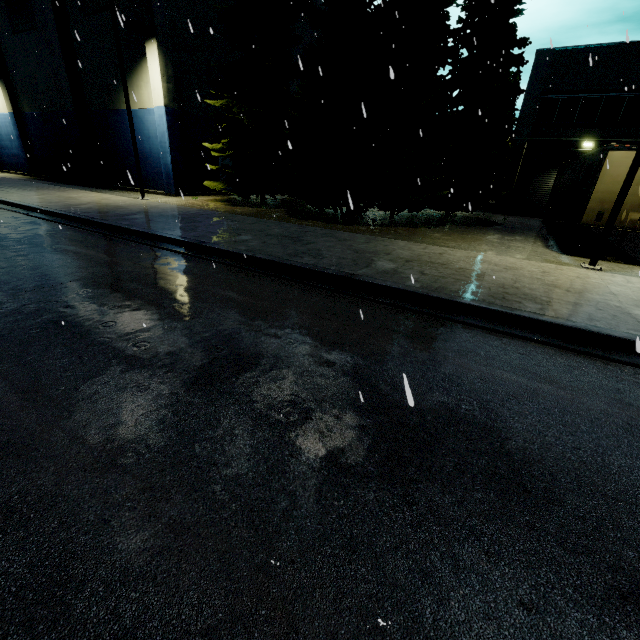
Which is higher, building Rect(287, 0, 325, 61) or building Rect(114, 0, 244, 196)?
building Rect(287, 0, 325, 61)

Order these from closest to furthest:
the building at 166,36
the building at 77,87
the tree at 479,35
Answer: the tree at 479,35 < the building at 166,36 < the building at 77,87

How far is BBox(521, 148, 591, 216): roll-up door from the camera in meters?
22.1

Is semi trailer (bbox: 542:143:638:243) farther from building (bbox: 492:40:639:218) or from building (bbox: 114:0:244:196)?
building (bbox: 114:0:244:196)

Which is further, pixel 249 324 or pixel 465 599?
pixel 249 324

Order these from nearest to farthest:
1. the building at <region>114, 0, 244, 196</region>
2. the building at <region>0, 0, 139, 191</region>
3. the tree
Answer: the tree → the building at <region>114, 0, 244, 196</region> → the building at <region>0, 0, 139, 191</region>

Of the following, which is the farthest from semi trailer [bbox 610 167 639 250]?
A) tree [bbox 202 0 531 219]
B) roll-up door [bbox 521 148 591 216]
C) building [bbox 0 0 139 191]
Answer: building [bbox 0 0 139 191]

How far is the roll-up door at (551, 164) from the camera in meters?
22.1 m
